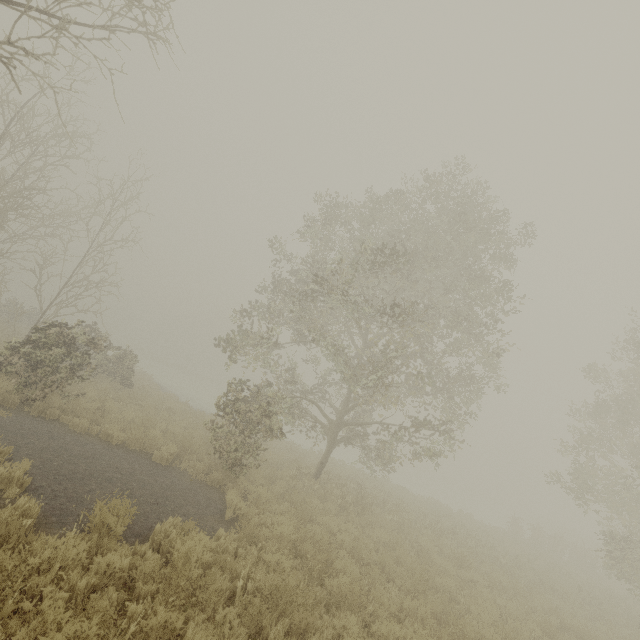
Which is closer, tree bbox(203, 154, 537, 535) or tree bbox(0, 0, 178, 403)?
tree bbox(0, 0, 178, 403)

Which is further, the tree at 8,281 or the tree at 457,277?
the tree at 457,277

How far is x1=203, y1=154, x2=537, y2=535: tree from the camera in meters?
11.0

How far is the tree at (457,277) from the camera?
11.01m

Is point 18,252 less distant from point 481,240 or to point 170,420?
point 170,420
